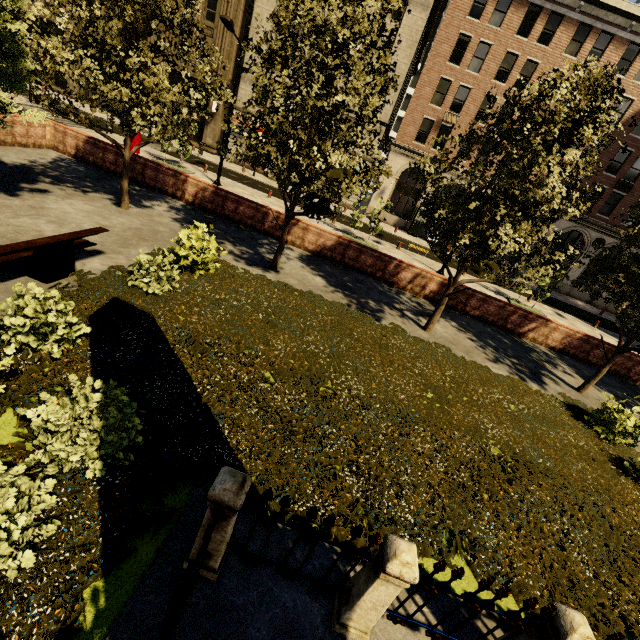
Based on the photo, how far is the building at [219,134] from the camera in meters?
31.2

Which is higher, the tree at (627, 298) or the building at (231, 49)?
the building at (231, 49)

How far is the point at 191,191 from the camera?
14.77m

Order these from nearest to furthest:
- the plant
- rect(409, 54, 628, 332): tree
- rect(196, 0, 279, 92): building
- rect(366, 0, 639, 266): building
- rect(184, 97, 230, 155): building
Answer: the plant → rect(409, 54, 628, 332): tree → rect(366, 0, 639, 266): building → rect(196, 0, 279, 92): building → rect(184, 97, 230, 155): building

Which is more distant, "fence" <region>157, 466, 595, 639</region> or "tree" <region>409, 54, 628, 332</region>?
"tree" <region>409, 54, 628, 332</region>

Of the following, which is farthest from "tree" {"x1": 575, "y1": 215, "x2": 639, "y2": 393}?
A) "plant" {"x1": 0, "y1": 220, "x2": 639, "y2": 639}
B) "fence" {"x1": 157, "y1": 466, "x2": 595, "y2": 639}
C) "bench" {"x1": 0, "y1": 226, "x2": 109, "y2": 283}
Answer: "bench" {"x1": 0, "y1": 226, "x2": 109, "y2": 283}

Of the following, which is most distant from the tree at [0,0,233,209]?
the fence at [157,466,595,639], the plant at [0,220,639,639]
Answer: the fence at [157,466,595,639]

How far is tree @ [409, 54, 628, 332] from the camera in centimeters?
726cm
